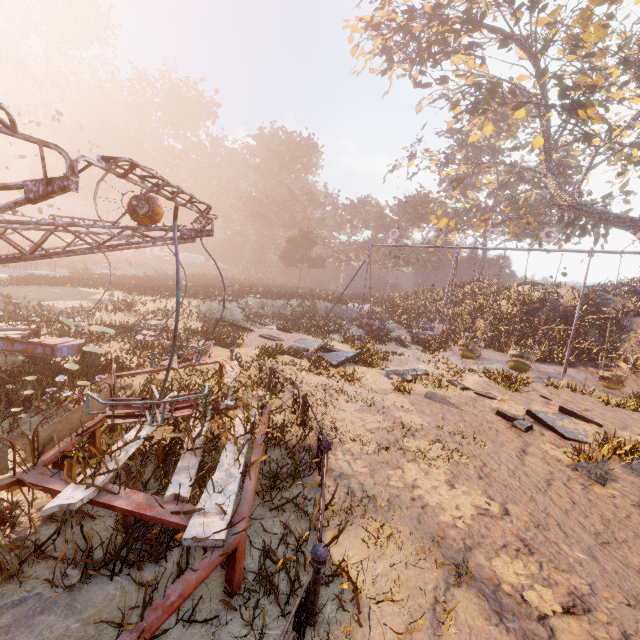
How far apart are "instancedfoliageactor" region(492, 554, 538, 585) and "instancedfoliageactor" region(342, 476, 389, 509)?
1.4m

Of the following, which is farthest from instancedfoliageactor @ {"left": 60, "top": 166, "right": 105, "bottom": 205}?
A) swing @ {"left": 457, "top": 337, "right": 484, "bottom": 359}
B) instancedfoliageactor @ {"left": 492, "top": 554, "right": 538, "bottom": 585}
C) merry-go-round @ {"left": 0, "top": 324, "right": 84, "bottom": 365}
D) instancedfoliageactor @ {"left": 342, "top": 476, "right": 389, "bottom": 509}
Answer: instancedfoliageactor @ {"left": 492, "top": 554, "right": 538, "bottom": 585}

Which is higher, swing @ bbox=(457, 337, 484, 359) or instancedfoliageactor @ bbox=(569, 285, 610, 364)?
instancedfoliageactor @ bbox=(569, 285, 610, 364)

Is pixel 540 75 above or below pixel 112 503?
above

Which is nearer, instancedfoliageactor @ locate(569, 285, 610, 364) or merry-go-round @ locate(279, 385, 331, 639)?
merry-go-round @ locate(279, 385, 331, 639)

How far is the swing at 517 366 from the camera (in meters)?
15.08

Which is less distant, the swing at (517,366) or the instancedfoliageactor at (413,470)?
the instancedfoliageactor at (413,470)
